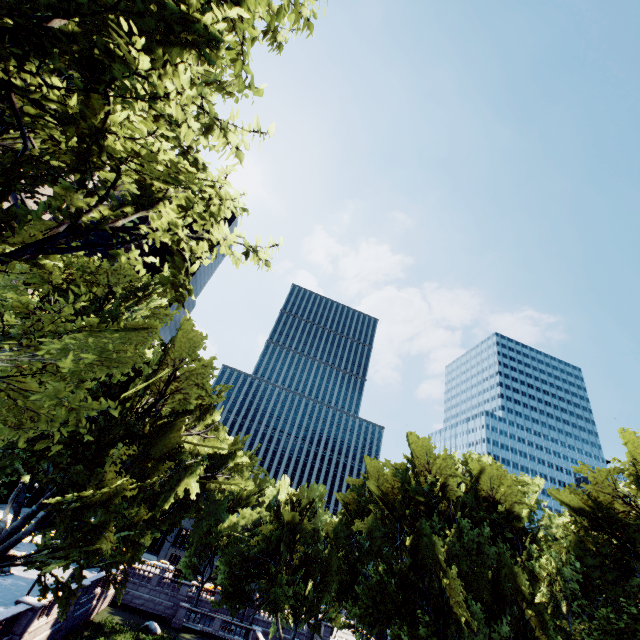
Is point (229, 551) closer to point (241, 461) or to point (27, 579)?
point (241, 461)
